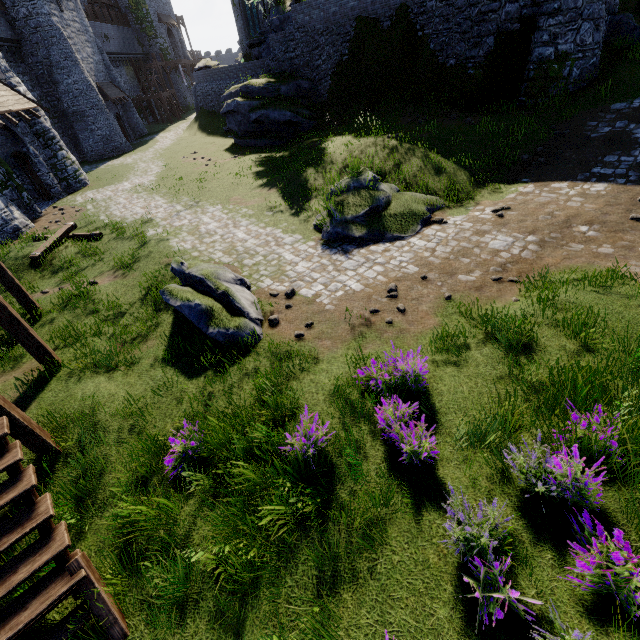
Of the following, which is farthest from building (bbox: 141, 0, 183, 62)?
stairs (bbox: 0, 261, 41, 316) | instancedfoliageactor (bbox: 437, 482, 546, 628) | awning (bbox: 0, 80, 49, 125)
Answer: instancedfoliageactor (bbox: 437, 482, 546, 628)

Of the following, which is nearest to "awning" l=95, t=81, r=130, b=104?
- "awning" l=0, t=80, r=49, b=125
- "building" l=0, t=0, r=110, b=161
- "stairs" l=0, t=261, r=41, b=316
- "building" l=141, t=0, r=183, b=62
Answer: "building" l=0, t=0, r=110, b=161

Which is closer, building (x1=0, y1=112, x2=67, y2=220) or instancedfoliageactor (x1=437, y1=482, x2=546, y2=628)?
instancedfoliageactor (x1=437, y1=482, x2=546, y2=628)

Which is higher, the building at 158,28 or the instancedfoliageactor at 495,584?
the building at 158,28

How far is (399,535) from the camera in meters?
3.6 m

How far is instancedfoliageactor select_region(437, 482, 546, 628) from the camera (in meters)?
2.70

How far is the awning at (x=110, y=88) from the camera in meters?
29.0 m

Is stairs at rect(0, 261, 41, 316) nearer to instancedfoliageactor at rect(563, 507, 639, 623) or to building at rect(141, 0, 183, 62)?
instancedfoliageactor at rect(563, 507, 639, 623)
